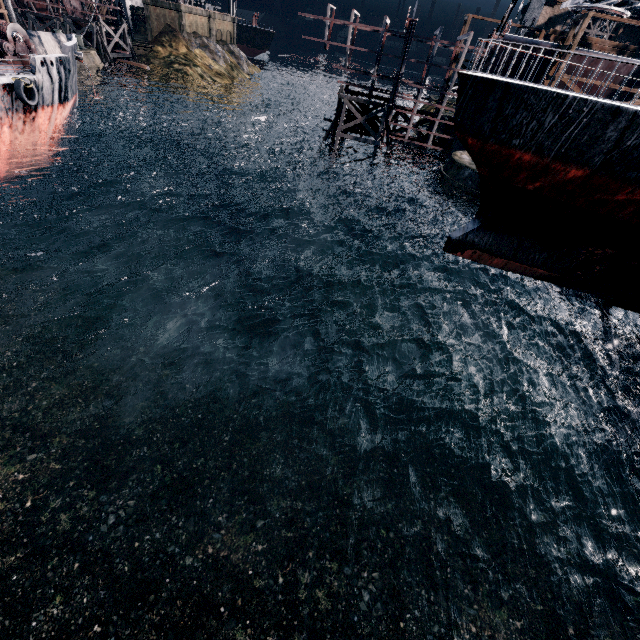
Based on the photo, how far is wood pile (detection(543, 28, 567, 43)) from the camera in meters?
32.7 m

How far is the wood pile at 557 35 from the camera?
32.72m

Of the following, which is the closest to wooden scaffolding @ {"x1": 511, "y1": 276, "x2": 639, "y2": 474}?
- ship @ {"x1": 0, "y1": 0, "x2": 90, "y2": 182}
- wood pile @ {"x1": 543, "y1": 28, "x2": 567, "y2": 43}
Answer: wood pile @ {"x1": 543, "y1": 28, "x2": 567, "y2": 43}

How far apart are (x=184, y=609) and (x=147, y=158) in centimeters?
4470cm

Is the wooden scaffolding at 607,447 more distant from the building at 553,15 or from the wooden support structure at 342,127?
the building at 553,15

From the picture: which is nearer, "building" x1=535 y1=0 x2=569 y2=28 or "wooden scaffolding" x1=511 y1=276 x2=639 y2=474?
"wooden scaffolding" x1=511 y1=276 x2=639 y2=474

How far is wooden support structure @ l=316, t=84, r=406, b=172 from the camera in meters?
34.7

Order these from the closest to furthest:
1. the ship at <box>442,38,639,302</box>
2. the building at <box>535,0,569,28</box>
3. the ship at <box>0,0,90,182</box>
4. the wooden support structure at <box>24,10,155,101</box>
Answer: the ship at <box>442,38,639,302</box> < the ship at <box>0,0,90,182</box> < the wooden support structure at <box>24,10,155,101</box> < the building at <box>535,0,569,28</box>
